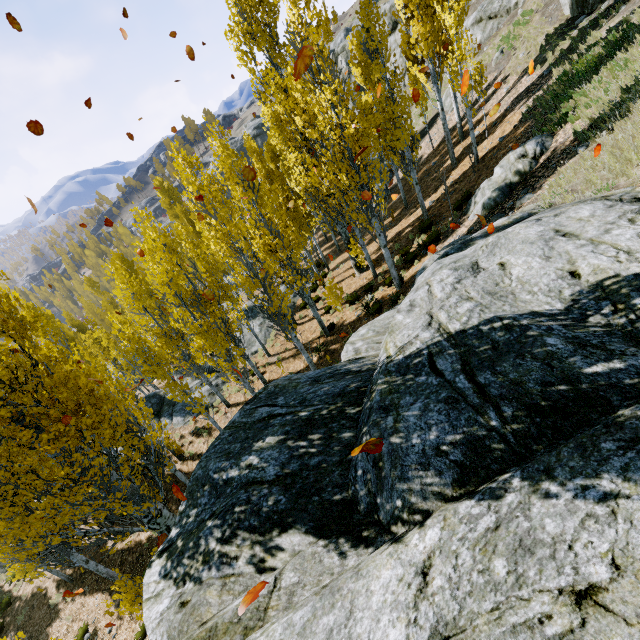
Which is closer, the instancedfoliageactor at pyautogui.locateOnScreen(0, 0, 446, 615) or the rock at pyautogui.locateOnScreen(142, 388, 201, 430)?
the instancedfoliageactor at pyautogui.locateOnScreen(0, 0, 446, 615)

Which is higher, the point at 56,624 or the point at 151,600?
the point at 151,600

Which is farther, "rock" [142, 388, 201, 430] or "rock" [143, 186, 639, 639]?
"rock" [142, 388, 201, 430]

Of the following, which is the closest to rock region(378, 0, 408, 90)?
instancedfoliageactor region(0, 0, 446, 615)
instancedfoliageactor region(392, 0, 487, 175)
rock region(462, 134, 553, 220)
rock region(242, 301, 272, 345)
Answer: instancedfoliageactor region(0, 0, 446, 615)

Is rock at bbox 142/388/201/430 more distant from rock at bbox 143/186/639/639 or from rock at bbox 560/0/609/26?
rock at bbox 560/0/609/26

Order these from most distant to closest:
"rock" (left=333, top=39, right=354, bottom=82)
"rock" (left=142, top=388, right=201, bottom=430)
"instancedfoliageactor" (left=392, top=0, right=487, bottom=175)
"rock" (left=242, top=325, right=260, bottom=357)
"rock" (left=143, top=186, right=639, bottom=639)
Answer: "rock" (left=333, top=39, right=354, bottom=82) → "rock" (left=242, top=325, right=260, bottom=357) → "rock" (left=142, top=388, right=201, bottom=430) → "instancedfoliageactor" (left=392, top=0, right=487, bottom=175) → "rock" (left=143, top=186, right=639, bottom=639)

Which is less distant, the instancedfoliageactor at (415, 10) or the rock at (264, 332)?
the instancedfoliageactor at (415, 10)

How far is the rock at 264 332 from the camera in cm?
2134
